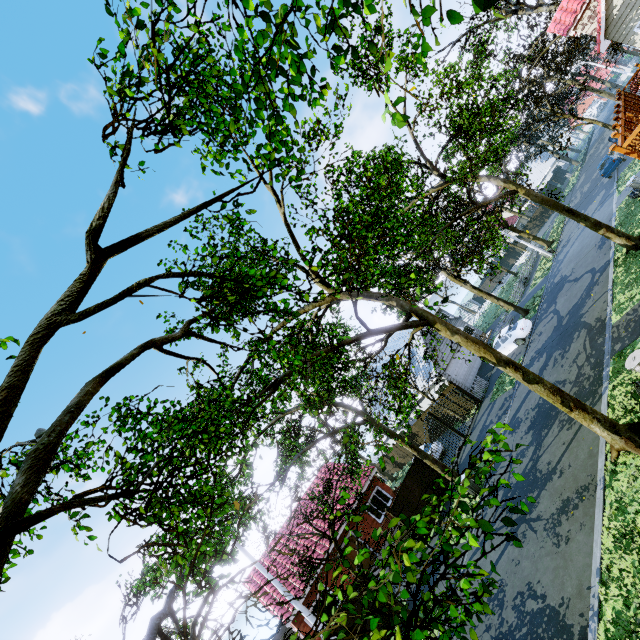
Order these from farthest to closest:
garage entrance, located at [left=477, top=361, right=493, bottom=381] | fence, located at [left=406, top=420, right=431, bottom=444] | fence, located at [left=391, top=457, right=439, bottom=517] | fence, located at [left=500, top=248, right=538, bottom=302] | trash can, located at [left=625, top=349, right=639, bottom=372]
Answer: fence, located at [left=500, top=248, right=538, bottom=302], fence, located at [left=406, top=420, right=431, bottom=444], garage entrance, located at [left=477, top=361, right=493, bottom=381], fence, located at [left=391, top=457, right=439, bottom=517], trash can, located at [left=625, top=349, right=639, bottom=372]

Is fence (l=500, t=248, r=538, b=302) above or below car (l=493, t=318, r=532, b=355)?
above

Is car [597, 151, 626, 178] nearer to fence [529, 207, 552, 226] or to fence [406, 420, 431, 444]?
fence [529, 207, 552, 226]

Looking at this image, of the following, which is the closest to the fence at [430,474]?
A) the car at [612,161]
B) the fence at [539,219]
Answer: the fence at [539,219]

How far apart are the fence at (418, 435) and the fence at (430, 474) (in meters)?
9.32

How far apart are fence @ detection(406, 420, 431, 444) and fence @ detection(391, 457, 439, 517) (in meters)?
9.32

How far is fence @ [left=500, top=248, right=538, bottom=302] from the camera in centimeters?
3329cm

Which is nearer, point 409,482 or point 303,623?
point 303,623
